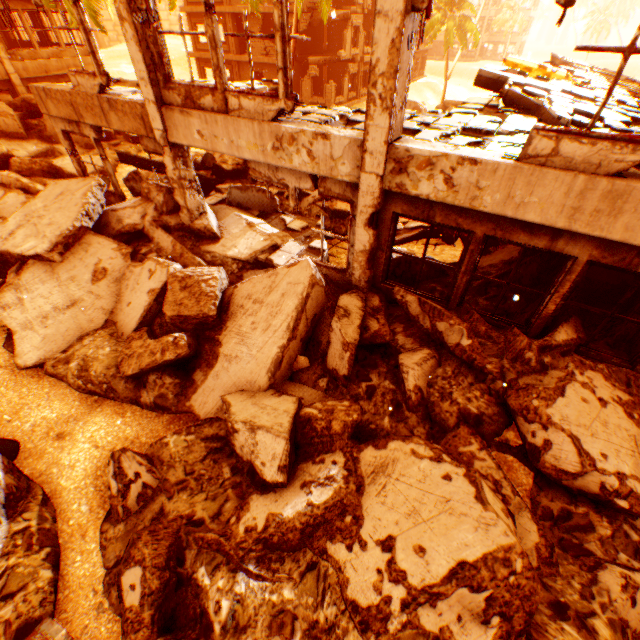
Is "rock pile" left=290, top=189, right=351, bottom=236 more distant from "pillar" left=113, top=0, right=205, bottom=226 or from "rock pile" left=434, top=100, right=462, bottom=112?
"rock pile" left=434, top=100, right=462, bottom=112

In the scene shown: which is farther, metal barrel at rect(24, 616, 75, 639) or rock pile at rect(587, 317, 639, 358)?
rock pile at rect(587, 317, 639, 358)

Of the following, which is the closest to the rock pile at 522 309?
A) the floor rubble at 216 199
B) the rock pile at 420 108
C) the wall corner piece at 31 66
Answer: the floor rubble at 216 199

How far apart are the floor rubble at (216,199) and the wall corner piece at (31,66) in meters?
15.4 m

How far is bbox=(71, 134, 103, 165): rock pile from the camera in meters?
14.0 m

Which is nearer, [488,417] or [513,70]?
[488,417]

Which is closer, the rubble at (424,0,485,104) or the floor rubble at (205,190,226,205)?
the floor rubble at (205,190,226,205)

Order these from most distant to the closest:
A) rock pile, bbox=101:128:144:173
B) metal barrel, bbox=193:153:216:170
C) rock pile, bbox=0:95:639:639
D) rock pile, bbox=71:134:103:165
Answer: rock pile, bbox=101:128:144:173 → rock pile, bbox=71:134:103:165 → metal barrel, bbox=193:153:216:170 → rock pile, bbox=0:95:639:639
